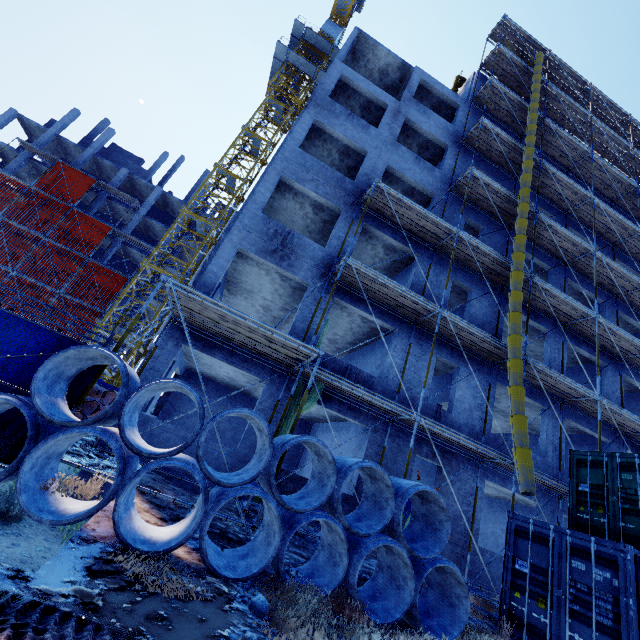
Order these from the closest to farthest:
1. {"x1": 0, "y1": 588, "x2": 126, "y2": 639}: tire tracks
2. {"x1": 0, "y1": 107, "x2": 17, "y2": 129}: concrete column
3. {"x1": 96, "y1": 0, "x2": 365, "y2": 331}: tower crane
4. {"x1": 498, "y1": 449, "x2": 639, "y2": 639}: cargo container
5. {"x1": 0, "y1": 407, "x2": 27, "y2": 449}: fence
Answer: {"x1": 0, "y1": 588, "x2": 126, "y2": 639}: tire tracks, {"x1": 0, "y1": 407, "x2": 27, "y2": 449}: fence, {"x1": 498, "y1": 449, "x2": 639, "y2": 639}: cargo container, {"x1": 96, "y1": 0, "x2": 365, "y2": 331}: tower crane, {"x1": 0, "y1": 107, "x2": 17, "y2": 129}: concrete column

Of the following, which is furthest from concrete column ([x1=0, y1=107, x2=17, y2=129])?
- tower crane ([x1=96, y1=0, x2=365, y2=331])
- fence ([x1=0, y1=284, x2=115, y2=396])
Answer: fence ([x1=0, y1=284, x2=115, y2=396])

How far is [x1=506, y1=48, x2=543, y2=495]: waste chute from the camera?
8.96m

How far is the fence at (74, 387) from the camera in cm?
586

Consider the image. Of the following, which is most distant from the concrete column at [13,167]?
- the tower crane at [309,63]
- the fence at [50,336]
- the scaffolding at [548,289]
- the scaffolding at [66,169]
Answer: the scaffolding at [548,289]

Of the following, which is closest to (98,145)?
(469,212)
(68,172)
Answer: (68,172)

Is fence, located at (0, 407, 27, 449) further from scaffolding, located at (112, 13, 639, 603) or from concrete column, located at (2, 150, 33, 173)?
concrete column, located at (2, 150, 33, 173)

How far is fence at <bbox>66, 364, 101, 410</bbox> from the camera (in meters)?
5.86
